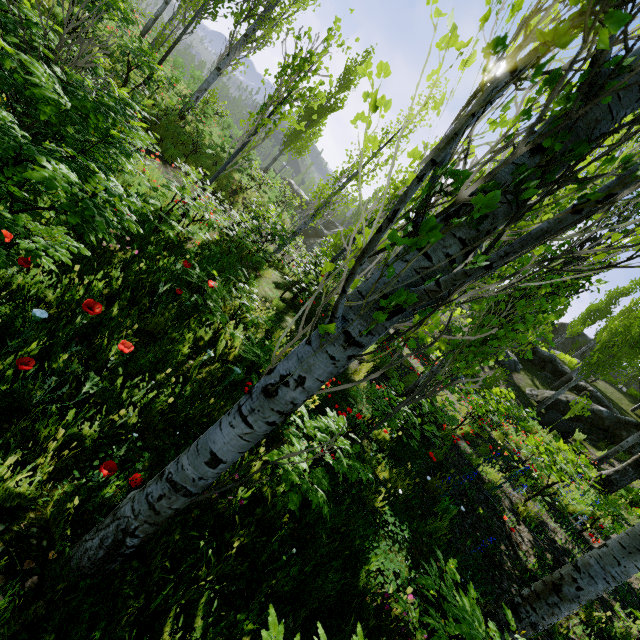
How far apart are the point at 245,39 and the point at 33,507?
15.1 meters

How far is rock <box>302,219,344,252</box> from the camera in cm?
3033

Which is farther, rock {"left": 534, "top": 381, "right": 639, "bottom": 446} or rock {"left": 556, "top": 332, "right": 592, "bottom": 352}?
rock {"left": 556, "top": 332, "right": 592, "bottom": 352}

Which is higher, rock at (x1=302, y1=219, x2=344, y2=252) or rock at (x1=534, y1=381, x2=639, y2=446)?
rock at (x1=534, y1=381, x2=639, y2=446)

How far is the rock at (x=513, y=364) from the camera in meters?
20.8

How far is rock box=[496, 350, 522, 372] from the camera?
20.8m

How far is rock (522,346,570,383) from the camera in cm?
2153

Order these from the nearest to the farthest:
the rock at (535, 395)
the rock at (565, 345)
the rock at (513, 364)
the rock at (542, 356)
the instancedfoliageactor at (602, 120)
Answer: the instancedfoliageactor at (602, 120)
the rock at (535, 395)
the rock at (513, 364)
the rock at (542, 356)
the rock at (565, 345)
